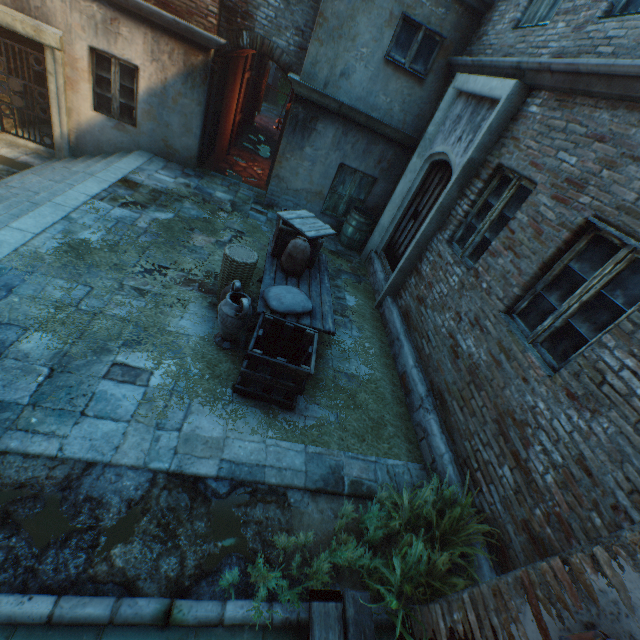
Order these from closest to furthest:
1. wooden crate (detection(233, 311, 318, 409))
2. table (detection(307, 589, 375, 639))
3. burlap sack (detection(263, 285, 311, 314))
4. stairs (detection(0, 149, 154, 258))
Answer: table (detection(307, 589, 375, 639)) → wooden crate (detection(233, 311, 318, 409)) → burlap sack (detection(263, 285, 311, 314)) → stairs (detection(0, 149, 154, 258))

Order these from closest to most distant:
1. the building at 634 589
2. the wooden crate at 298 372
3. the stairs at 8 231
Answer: the building at 634 589, the wooden crate at 298 372, the stairs at 8 231

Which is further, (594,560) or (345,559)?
(345,559)

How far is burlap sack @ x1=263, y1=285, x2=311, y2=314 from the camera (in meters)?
4.18

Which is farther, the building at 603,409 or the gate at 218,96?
the gate at 218,96

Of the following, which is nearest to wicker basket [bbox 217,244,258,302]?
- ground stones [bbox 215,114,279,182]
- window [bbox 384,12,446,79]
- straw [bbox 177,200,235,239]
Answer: straw [bbox 177,200,235,239]

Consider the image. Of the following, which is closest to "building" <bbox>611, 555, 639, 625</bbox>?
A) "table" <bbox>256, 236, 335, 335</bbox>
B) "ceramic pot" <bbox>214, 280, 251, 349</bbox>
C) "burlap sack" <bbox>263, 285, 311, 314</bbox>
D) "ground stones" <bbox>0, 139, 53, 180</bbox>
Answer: "ground stones" <bbox>0, 139, 53, 180</bbox>

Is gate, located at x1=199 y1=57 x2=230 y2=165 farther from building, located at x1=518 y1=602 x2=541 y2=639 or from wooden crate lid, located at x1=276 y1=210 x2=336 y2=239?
wooden crate lid, located at x1=276 y1=210 x2=336 y2=239
